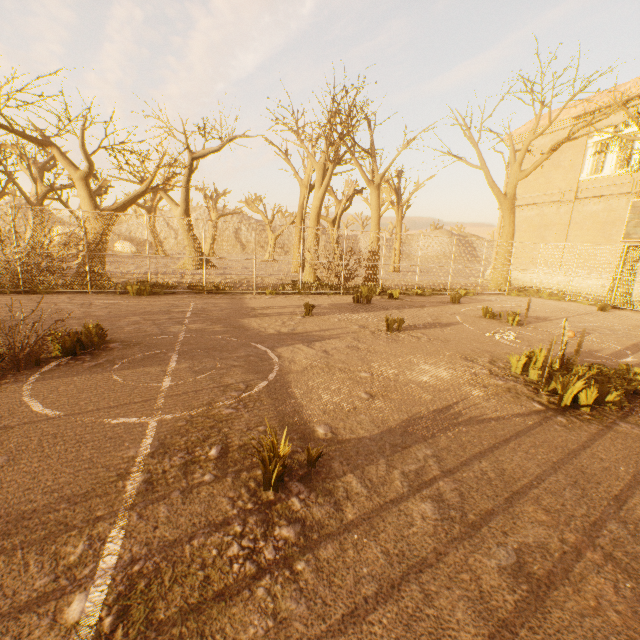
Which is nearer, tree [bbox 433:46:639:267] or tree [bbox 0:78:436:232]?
tree [bbox 0:78:436:232]

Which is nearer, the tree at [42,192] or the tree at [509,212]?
the tree at [42,192]

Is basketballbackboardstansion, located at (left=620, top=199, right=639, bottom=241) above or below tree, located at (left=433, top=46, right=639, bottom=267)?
below

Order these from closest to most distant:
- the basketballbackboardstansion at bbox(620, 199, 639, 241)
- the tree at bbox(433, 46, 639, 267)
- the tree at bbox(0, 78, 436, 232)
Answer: the basketballbackboardstansion at bbox(620, 199, 639, 241) < the tree at bbox(0, 78, 436, 232) < the tree at bbox(433, 46, 639, 267)

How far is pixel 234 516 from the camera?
2.5 meters

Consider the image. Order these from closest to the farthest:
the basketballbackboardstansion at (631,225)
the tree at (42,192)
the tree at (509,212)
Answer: the basketballbackboardstansion at (631,225), the tree at (42,192), the tree at (509,212)

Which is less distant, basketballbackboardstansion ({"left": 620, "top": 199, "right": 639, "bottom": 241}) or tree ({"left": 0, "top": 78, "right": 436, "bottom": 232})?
basketballbackboardstansion ({"left": 620, "top": 199, "right": 639, "bottom": 241})
